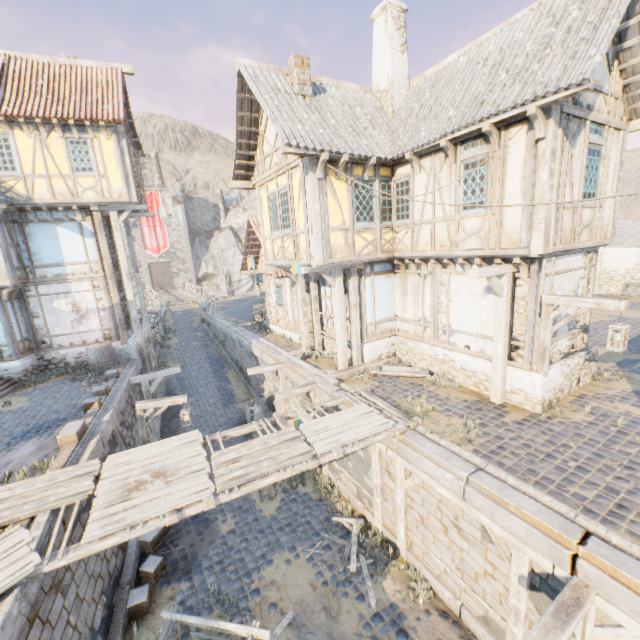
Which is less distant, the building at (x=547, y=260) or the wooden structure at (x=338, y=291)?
the building at (x=547, y=260)

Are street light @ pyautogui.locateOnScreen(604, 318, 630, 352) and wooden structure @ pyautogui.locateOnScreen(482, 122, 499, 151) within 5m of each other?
yes

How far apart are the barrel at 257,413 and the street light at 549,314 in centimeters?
1048cm

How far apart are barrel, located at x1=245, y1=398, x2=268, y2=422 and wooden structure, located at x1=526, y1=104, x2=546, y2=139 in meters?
12.9 m

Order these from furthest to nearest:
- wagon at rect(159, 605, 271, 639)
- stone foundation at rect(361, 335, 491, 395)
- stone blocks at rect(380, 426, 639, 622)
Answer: stone foundation at rect(361, 335, 491, 395)
wagon at rect(159, 605, 271, 639)
stone blocks at rect(380, 426, 639, 622)

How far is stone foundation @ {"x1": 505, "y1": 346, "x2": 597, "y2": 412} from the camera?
8.1m

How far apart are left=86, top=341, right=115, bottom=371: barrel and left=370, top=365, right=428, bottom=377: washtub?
11.1 meters

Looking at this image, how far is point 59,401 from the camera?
11.0m
